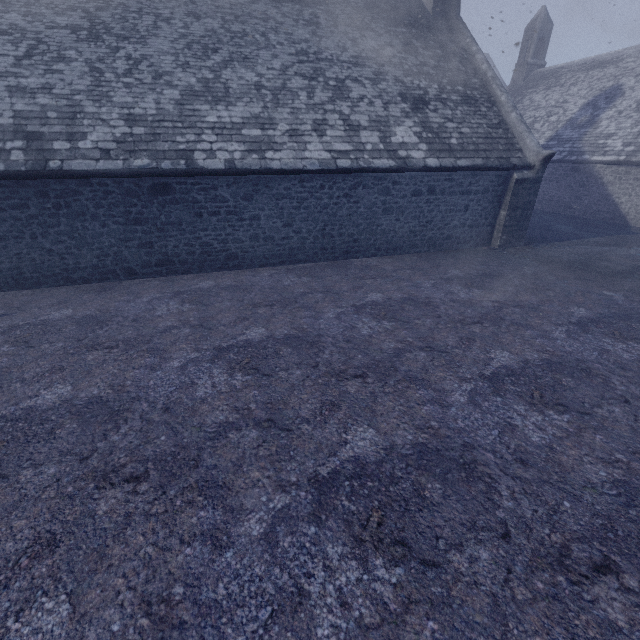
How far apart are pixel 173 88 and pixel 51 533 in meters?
10.7
